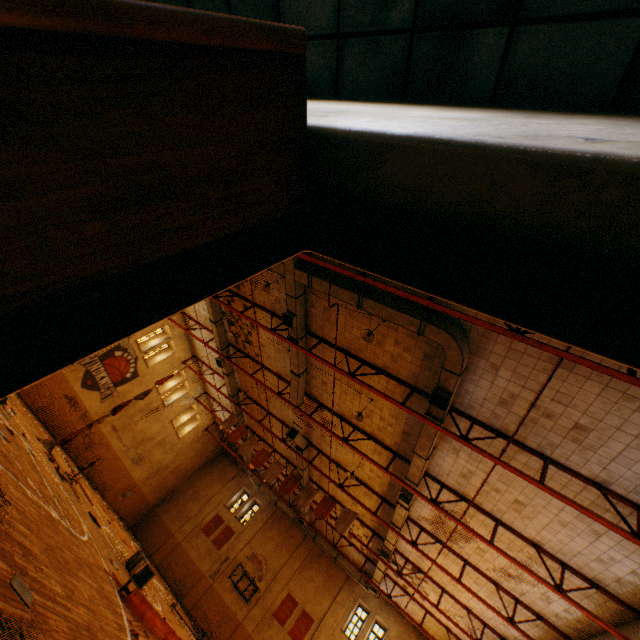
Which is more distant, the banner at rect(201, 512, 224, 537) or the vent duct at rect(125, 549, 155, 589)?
the banner at rect(201, 512, 224, 537)

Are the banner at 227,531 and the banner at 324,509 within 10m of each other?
no

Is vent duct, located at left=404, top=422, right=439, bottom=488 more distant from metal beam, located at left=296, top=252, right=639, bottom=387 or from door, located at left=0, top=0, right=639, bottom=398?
door, located at left=0, top=0, right=639, bottom=398

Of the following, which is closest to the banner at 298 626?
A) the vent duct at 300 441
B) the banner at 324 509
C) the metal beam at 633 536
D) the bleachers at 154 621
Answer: the vent duct at 300 441

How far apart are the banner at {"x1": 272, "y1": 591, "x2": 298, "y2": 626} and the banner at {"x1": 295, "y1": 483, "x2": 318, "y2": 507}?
11.99m

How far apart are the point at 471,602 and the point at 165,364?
21.6 meters

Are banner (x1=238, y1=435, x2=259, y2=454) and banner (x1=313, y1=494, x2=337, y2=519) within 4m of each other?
no

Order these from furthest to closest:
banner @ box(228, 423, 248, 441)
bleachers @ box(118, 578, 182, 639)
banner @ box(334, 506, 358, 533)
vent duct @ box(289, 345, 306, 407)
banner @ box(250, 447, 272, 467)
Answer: banner @ box(228, 423, 248, 441) → banner @ box(250, 447, 272, 467) → banner @ box(334, 506, 358, 533) → vent duct @ box(289, 345, 306, 407) → bleachers @ box(118, 578, 182, 639)
